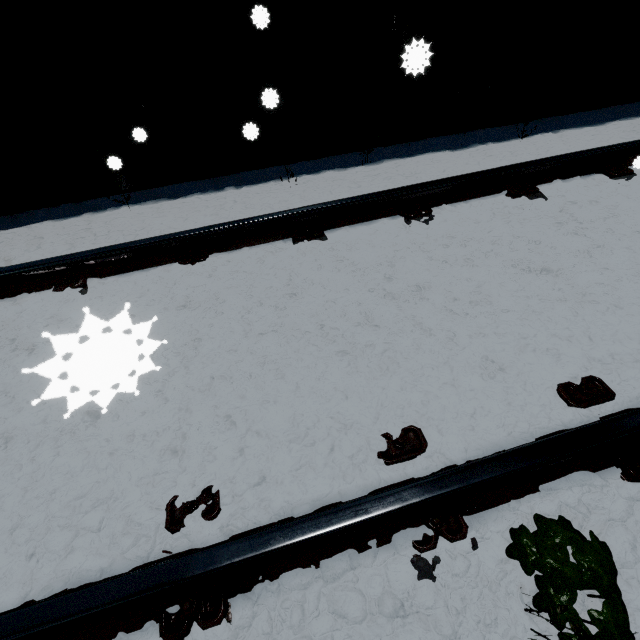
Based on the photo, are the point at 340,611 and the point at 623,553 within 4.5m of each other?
yes

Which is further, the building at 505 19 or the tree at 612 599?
the building at 505 19

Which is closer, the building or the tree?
the tree
